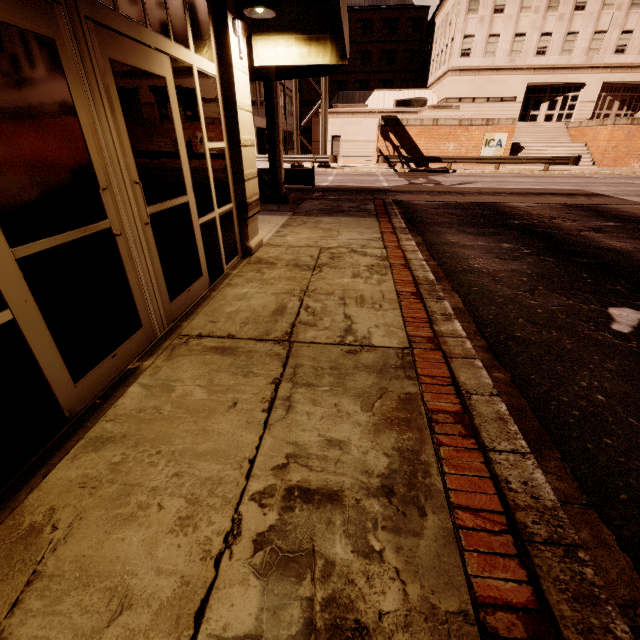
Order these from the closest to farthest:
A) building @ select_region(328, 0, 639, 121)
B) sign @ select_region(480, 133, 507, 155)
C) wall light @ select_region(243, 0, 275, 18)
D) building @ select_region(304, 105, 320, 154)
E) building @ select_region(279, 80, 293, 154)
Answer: wall light @ select_region(243, 0, 275, 18), sign @ select_region(480, 133, 507, 155), building @ select_region(328, 0, 639, 121), building @ select_region(304, 105, 320, 154), building @ select_region(279, 80, 293, 154)

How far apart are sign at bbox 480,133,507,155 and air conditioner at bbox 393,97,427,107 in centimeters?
1267cm

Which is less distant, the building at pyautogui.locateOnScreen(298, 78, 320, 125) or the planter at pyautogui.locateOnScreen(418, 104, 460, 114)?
the planter at pyautogui.locateOnScreen(418, 104, 460, 114)

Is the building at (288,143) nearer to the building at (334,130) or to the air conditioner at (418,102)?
the building at (334,130)

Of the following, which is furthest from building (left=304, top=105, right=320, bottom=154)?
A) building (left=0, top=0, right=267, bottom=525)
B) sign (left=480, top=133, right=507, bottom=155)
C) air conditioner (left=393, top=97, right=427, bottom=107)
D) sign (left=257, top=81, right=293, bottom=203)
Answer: building (left=0, top=0, right=267, bottom=525)

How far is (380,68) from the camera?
47.94m

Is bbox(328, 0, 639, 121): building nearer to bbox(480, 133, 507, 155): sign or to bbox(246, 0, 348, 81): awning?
bbox(480, 133, 507, 155): sign

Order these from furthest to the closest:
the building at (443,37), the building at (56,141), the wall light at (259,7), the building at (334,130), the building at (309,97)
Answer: the building at (309,97), the building at (334,130), the building at (443,37), the wall light at (259,7), the building at (56,141)
